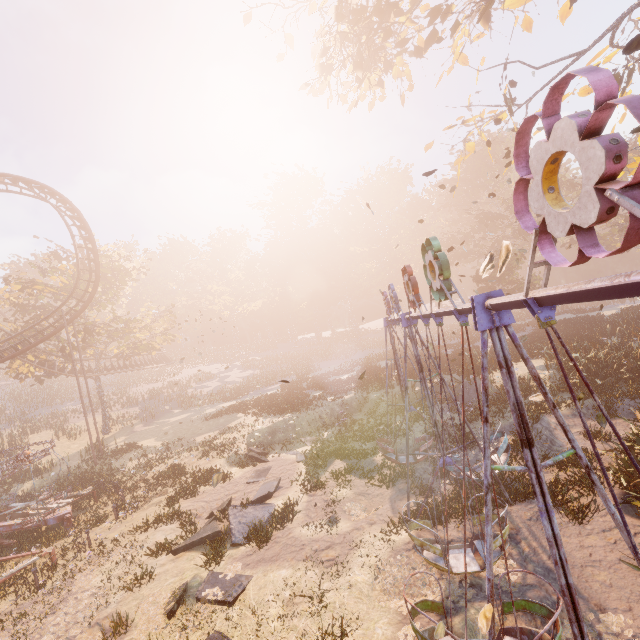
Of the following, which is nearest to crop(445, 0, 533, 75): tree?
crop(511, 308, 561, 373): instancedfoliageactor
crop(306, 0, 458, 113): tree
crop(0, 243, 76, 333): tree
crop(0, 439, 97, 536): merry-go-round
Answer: crop(306, 0, 458, 113): tree

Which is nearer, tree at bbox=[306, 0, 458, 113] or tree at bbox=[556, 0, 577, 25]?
tree at bbox=[556, 0, 577, 25]

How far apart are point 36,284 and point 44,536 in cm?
2586

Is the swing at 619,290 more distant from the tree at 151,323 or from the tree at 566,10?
the tree at 151,323

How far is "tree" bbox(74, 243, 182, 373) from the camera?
32.03m

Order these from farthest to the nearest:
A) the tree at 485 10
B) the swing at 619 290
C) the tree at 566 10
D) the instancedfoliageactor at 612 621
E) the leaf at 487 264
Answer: the tree at 485 10, the tree at 566 10, the instancedfoliageactor at 612 621, the leaf at 487 264, the swing at 619 290

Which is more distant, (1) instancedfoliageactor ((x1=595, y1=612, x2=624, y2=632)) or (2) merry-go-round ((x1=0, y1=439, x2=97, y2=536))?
(2) merry-go-round ((x1=0, y1=439, x2=97, y2=536))
